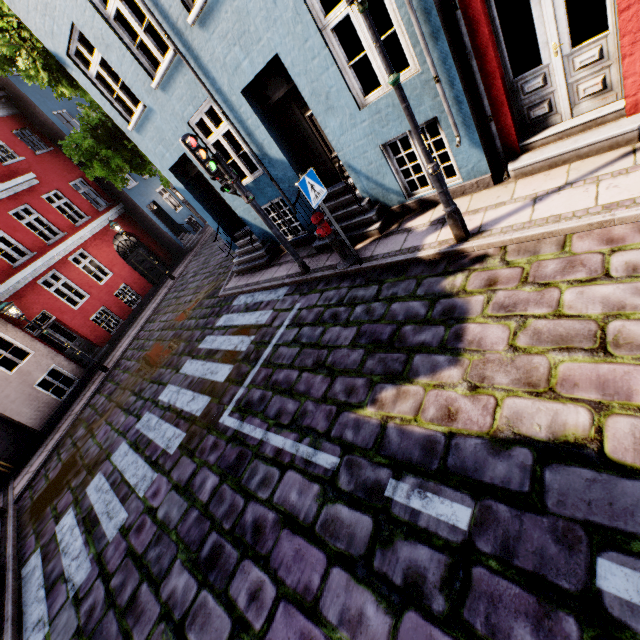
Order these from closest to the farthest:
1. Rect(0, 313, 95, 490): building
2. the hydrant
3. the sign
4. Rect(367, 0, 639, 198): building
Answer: Rect(367, 0, 639, 198): building
the sign
the hydrant
Rect(0, 313, 95, 490): building

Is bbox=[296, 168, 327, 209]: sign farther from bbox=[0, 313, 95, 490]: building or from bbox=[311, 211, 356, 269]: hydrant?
bbox=[0, 313, 95, 490]: building

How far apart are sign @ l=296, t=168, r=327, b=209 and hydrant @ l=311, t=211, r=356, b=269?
0.5m

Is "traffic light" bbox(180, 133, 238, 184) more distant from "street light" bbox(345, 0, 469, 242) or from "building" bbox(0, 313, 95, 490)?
"street light" bbox(345, 0, 469, 242)

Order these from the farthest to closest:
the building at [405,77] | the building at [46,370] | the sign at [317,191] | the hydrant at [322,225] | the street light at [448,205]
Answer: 1. the building at [46,370]
2. the hydrant at [322,225]
3. the sign at [317,191]
4. the building at [405,77]
5. the street light at [448,205]

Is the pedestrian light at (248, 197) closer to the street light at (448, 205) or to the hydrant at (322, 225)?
the hydrant at (322, 225)

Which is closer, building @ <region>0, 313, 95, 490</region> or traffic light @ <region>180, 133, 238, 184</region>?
traffic light @ <region>180, 133, 238, 184</region>

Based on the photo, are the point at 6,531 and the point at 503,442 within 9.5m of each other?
no
